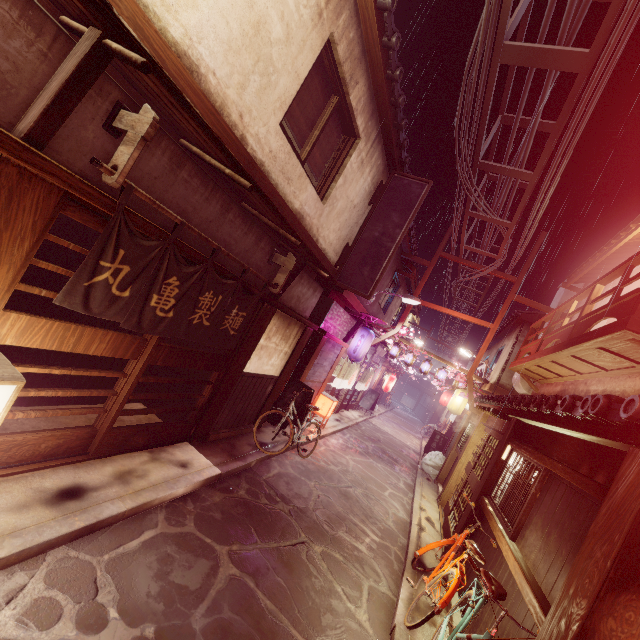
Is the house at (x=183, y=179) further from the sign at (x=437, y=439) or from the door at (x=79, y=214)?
the sign at (x=437, y=439)

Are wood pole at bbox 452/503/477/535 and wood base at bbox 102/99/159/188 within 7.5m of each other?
no

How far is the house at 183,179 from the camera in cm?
609

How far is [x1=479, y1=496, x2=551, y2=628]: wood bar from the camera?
5.4 meters

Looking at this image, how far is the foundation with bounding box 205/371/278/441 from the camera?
11.5m

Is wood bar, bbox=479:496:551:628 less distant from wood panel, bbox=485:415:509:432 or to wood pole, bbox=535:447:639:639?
wood pole, bbox=535:447:639:639

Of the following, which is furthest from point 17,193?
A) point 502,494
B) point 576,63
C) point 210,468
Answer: point 502,494

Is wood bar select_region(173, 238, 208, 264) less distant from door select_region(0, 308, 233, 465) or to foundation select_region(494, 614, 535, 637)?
door select_region(0, 308, 233, 465)
